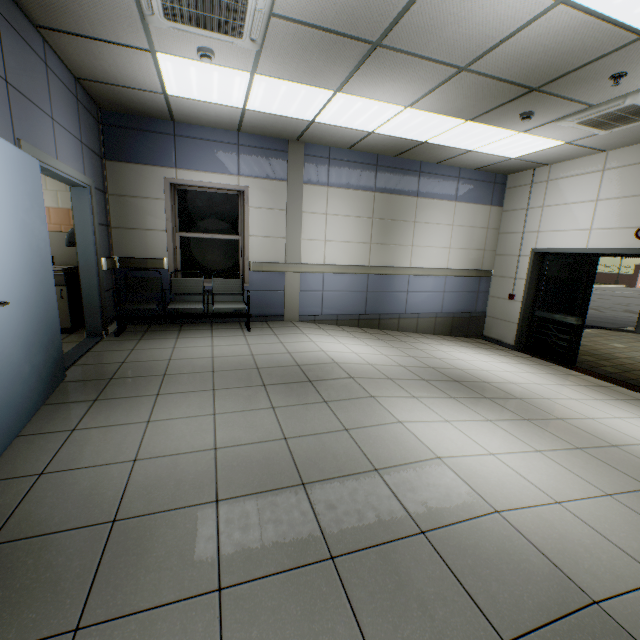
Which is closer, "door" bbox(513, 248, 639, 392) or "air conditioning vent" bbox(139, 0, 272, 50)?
"air conditioning vent" bbox(139, 0, 272, 50)

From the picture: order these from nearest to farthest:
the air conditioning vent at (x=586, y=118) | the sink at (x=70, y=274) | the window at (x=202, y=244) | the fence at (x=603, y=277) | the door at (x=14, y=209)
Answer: the door at (x=14, y=209)
the air conditioning vent at (x=586, y=118)
the sink at (x=70, y=274)
the window at (x=202, y=244)
the fence at (x=603, y=277)

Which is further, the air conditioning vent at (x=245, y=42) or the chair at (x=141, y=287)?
the chair at (x=141, y=287)

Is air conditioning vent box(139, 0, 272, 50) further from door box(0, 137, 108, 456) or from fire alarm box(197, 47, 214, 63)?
door box(0, 137, 108, 456)

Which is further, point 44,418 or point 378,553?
point 44,418

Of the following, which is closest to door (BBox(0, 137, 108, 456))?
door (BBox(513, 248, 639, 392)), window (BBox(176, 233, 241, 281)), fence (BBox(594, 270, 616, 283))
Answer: window (BBox(176, 233, 241, 281))

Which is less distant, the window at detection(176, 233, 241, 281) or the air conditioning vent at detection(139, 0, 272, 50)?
the air conditioning vent at detection(139, 0, 272, 50)

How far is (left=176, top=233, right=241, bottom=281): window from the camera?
5.6 meters
